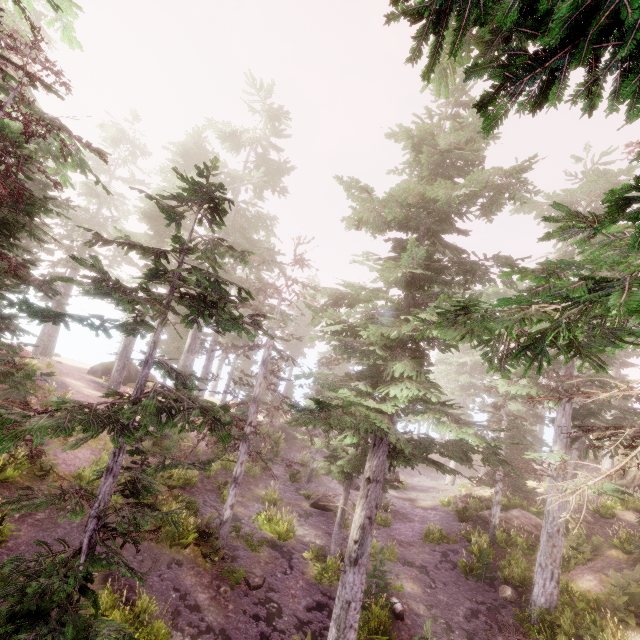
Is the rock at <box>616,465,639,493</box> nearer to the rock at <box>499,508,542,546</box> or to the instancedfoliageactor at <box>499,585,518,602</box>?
the instancedfoliageactor at <box>499,585,518,602</box>

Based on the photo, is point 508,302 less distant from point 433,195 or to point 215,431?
point 215,431

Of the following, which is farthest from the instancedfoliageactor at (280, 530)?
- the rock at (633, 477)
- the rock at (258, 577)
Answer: the rock at (258, 577)

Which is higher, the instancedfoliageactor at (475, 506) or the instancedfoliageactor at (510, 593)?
the instancedfoliageactor at (475, 506)

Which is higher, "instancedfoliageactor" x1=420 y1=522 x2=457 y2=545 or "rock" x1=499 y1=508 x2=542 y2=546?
"rock" x1=499 y1=508 x2=542 y2=546

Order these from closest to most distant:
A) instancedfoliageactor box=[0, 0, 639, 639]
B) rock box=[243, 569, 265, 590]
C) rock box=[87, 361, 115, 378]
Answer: instancedfoliageactor box=[0, 0, 639, 639]
rock box=[243, 569, 265, 590]
rock box=[87, 361, 115, 378]

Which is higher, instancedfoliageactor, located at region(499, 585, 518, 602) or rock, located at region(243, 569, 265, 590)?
instancedfoliageactor, located at region(499, 585, 518, 602)

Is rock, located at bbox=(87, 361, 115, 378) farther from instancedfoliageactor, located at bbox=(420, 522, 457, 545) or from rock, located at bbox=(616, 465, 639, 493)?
rock, located at bbox=(616, 465, 639, 493)
